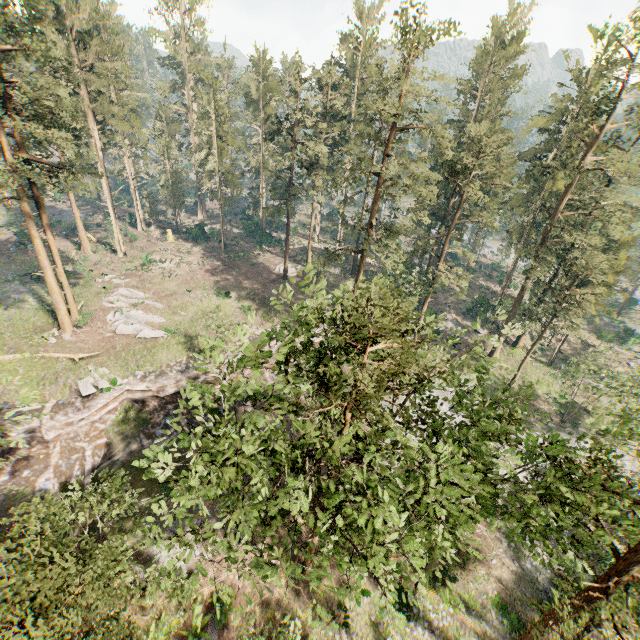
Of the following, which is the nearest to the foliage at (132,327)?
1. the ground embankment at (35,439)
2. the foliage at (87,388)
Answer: the ground embankment at (35,439)

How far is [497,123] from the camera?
41.6m

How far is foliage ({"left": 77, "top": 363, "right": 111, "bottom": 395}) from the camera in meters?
24.9 m

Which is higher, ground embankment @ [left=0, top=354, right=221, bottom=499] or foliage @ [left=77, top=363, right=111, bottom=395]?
foliage @ [left=77, top=363, right=111, bottom=395]

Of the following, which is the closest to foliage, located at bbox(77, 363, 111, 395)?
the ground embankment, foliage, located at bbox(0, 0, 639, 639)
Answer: the ground embankment

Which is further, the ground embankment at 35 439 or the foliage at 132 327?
the foliage at 132 327

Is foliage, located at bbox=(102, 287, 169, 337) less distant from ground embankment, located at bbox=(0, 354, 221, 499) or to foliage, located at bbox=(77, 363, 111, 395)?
ground embankment, located at bbox=(0, 354, 221, 499)
